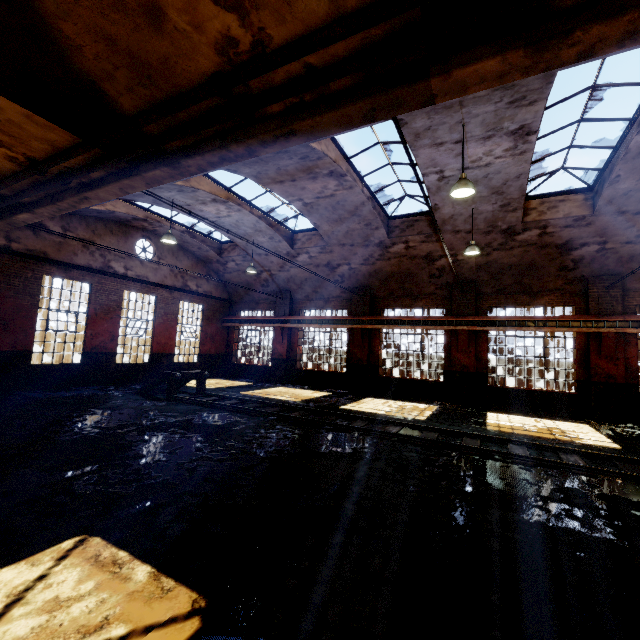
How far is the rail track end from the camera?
11.9m

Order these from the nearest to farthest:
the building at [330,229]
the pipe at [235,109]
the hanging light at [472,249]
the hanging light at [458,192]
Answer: the pipe at [235,109]
the hanging light at [458,192]
the building at [330,229]
the hanging light at [472,249]

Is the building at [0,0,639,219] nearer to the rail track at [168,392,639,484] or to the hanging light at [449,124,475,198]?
the hanging light at [449,124,475,198]

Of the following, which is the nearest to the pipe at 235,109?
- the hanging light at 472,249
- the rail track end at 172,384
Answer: the rail track end at 172,384

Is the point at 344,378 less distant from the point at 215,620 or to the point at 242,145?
the point at 242,145

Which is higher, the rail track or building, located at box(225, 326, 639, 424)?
building, located at box(225, 326, 639, 424)

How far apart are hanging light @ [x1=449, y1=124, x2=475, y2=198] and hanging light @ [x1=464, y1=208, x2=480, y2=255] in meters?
4.2 m

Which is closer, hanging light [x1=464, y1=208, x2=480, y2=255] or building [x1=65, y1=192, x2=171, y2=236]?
hanging light [x1=464, y1=208, x2=480, y2=255]
